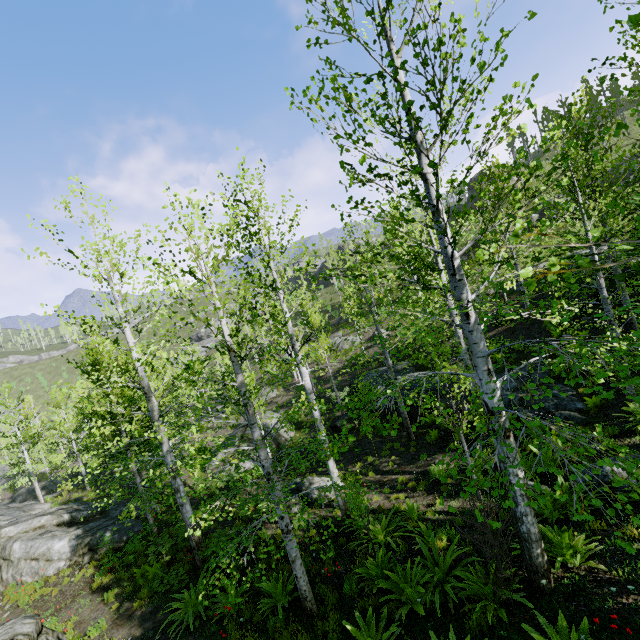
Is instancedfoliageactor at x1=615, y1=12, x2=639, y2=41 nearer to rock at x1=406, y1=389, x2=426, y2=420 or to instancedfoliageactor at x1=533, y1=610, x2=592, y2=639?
rock at x1=406, y1=389, x2=426, y2=420

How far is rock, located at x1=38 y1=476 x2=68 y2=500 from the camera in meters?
27.6

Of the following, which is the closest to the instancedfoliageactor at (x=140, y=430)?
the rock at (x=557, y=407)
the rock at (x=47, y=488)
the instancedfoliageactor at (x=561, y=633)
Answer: the rock at (x=47, y=488)

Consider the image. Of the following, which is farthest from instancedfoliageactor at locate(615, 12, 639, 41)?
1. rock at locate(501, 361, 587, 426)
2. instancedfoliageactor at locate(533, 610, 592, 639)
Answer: instancedfoliageactor at locate(533, 610, 592, 639)

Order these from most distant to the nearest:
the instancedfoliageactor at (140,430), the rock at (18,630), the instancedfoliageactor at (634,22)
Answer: the rock at (18,630) < the instancedfoliageactor at (140,430) < the instancedfoliageactor at (634,22)

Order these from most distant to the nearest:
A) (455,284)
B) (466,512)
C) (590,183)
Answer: (590,183)
(466,512)
(455,284)

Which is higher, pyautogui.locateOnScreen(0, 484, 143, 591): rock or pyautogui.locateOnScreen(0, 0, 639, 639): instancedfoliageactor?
pyautogui.locateOnScreen(0, 0, 639, 639): instancedfoliageactor
